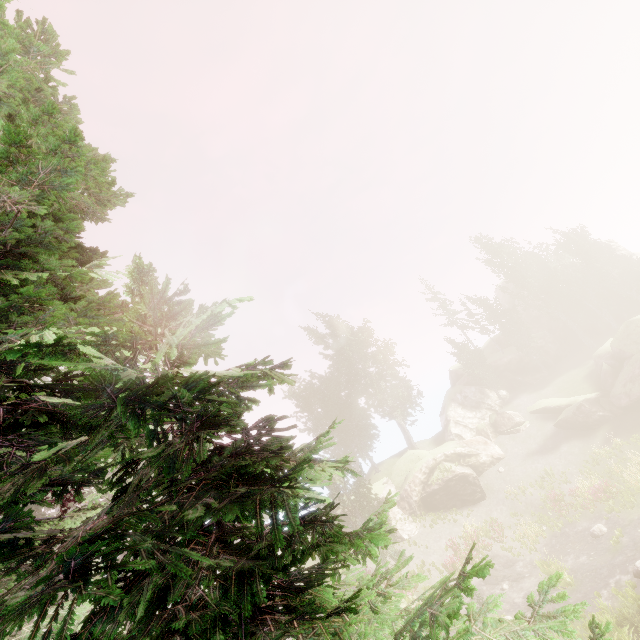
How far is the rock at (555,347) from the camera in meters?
42.6

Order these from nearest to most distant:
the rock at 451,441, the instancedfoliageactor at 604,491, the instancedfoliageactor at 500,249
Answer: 1. the instancedfoliageactor at 604,491
2. the rock at 451,441
3. the instancedfoliageactor at 500,249

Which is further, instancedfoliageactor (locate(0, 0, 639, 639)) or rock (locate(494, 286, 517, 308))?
rock (locate(494, 286, 517, 308))

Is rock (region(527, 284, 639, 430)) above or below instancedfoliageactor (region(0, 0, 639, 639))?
below

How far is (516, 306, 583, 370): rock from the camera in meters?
42.6 m

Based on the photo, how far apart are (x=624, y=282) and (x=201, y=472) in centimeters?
5471cm
